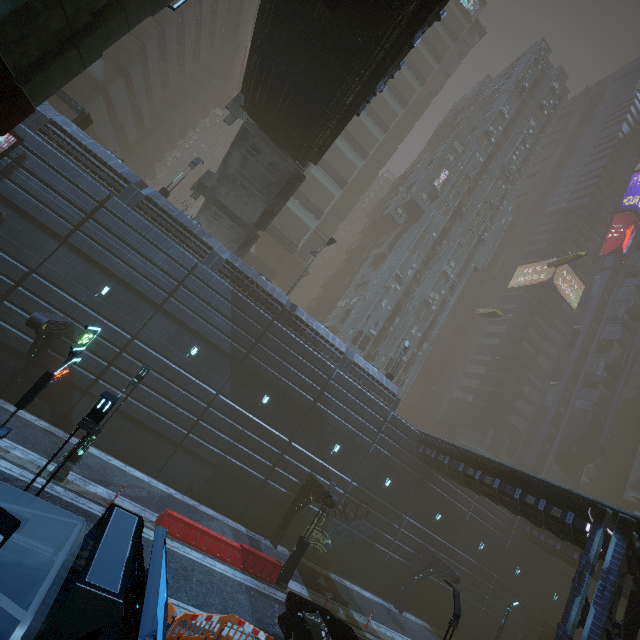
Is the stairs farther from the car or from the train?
the car

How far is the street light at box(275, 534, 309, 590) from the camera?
16.7 meters

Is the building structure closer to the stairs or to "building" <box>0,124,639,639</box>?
the stairs

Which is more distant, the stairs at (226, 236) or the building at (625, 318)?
the building at (625, 318)

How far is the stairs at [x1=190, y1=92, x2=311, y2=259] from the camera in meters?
20.9

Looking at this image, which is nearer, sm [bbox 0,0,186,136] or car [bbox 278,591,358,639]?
sm [bbox 0,0,186,136]

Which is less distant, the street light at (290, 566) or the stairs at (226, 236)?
the street light at (290, 566)

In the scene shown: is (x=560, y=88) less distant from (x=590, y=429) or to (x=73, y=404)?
(x=590, y=429)
